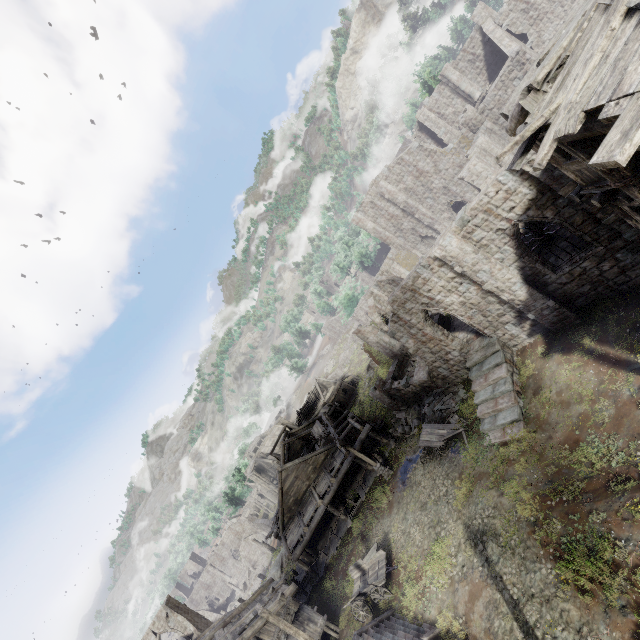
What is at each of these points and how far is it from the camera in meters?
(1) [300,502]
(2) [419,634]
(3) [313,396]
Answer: (1) building, 27.4 m
(2) stairs, 13.0 m
(3) wooden plank rubble, 56.8 m

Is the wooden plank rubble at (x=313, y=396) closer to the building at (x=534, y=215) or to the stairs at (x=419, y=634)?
the building at (x=534, y=215)

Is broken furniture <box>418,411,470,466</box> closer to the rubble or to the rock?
the rubble

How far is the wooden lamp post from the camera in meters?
23.5

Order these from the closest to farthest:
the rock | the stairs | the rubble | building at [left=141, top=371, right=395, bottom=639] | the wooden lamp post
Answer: the stairs < building at [left=141, top=371, right=395, bottom=639] < the rubble < the wooden lamp post < the rock

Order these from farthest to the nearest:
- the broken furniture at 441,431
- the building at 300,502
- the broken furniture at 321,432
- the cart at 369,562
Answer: the broken furniture at 321,432 → the building at 300,502 → the broken furniture at 441,431 → the cart at 369,562

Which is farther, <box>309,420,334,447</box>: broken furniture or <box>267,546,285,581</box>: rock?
<box>267,546,285,581</box>: rock

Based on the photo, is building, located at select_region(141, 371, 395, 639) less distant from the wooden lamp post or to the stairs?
the wooden lamp post
